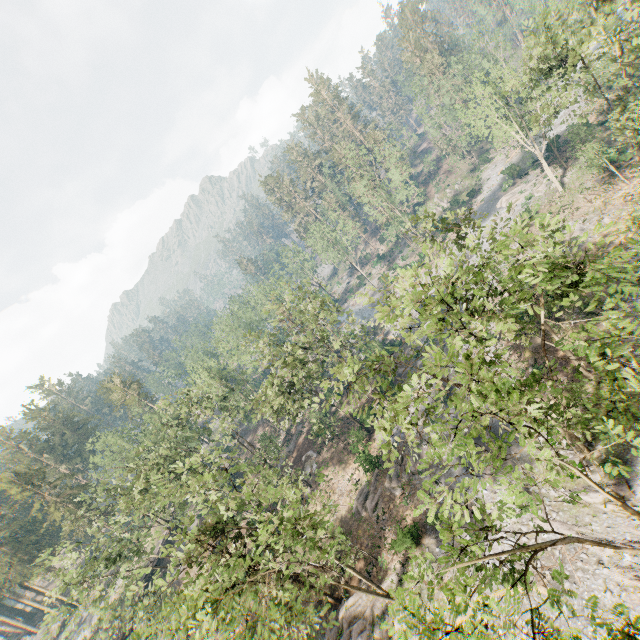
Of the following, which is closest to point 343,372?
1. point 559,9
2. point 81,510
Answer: point 81,510

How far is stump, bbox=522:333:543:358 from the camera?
28.8 meters

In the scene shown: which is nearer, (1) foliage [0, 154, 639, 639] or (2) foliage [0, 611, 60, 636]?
(1) foliage [0, 154, 639, 639]

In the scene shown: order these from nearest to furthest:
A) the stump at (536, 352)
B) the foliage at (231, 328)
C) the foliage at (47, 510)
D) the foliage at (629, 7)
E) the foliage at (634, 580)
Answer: the foliage at (47, 510)
the foliage at (634, 580)
the foliage at (629, 7)
the stump at (536, 352)
the foliage at (231, 328)

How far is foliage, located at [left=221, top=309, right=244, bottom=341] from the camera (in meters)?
45.22

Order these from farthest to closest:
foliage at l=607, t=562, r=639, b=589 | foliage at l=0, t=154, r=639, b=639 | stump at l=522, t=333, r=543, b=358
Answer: stump at l=522, t=333, r=543, b=358 < foliage at l=607, t=562, r=639, b=589 < foliage at l=0, t=154, r=639, b=639

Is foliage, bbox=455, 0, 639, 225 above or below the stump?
above

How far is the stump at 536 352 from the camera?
28.8 meters
